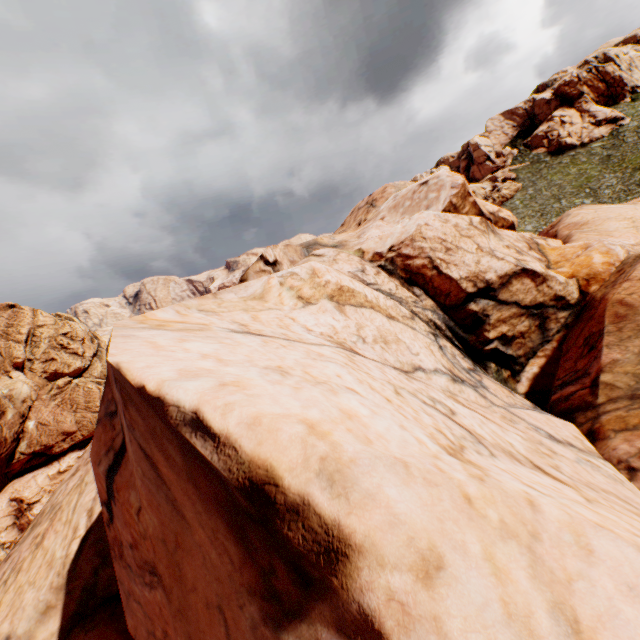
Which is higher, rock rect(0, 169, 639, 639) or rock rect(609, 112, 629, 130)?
rock rect(609, 112, 629, 130)

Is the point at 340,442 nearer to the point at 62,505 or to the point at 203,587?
the point at 203,587

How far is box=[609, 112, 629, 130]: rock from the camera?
59.0 meters

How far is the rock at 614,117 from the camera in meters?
59.0 m

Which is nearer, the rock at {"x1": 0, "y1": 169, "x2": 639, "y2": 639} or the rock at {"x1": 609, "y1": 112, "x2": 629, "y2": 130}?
the rock at {"x1": 0, "y1": 169, "x2": 639, "y2": 639}

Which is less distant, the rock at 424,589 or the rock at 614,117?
the rock at 424,589
